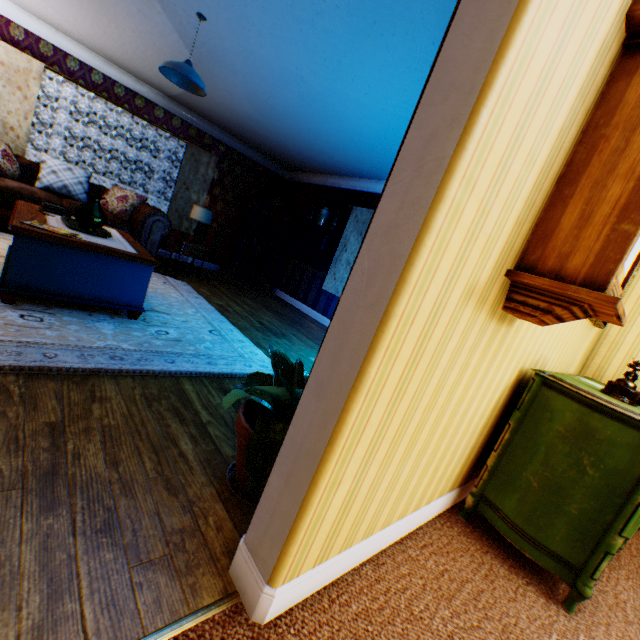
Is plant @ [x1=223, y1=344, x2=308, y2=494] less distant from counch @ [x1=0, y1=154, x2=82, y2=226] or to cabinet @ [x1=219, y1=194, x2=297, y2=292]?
counch @ [x1=0, y1=154, x2=82, y2=226]

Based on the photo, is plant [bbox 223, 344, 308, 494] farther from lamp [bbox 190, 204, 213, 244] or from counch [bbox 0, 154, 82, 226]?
lamp [bbox 190, 204, 213, 244]

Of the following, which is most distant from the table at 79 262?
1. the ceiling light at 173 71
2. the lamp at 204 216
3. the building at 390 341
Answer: the lamp at 204 216

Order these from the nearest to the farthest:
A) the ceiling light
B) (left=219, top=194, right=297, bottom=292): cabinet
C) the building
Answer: the building, the ceiling light, (left=219, top=194, right=297, bottom=292): cabinet

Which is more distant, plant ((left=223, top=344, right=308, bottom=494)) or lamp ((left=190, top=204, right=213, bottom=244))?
lamp ((left=190, top=204, right=213, bottom=244))

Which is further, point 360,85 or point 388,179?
point 360,85

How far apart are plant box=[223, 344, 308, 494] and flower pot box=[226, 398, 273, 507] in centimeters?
1cm

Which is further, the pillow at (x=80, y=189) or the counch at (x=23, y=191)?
the pillow at (x=80, y=189)
